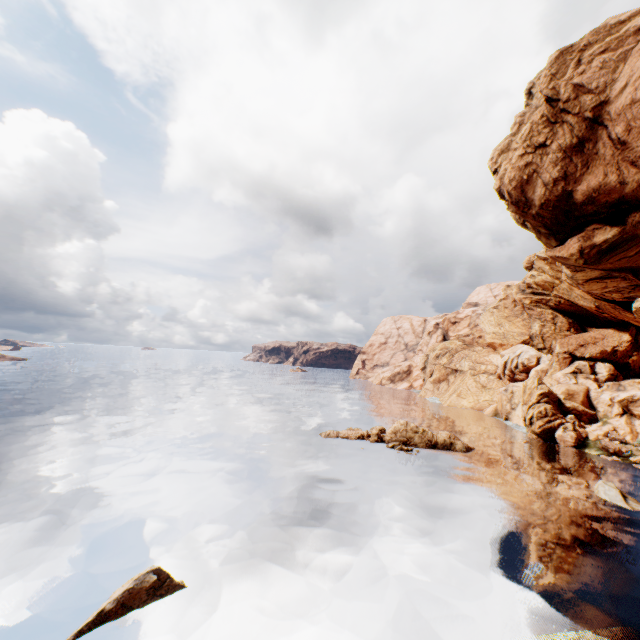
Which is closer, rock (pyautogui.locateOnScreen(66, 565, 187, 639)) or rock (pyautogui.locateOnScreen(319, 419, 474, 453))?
rock (pyautogui.locateOnScreen(66, 565, 187, 639))

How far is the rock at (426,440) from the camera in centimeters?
3572cm

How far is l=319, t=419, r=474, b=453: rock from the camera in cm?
3572

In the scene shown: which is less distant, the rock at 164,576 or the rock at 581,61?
the rock at 164,576

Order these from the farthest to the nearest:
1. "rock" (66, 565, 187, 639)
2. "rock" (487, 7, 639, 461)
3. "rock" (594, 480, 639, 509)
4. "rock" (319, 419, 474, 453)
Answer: "rock" (319, 419, 474, 453) < "rock" (594, 480, 639, 509) < "rock" (487, 7, 639, 461) < "rock" (66, 565, 187, 639)

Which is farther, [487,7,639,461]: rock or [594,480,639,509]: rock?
[594,480,639,509]: rock

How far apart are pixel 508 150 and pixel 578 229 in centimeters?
1026cm
